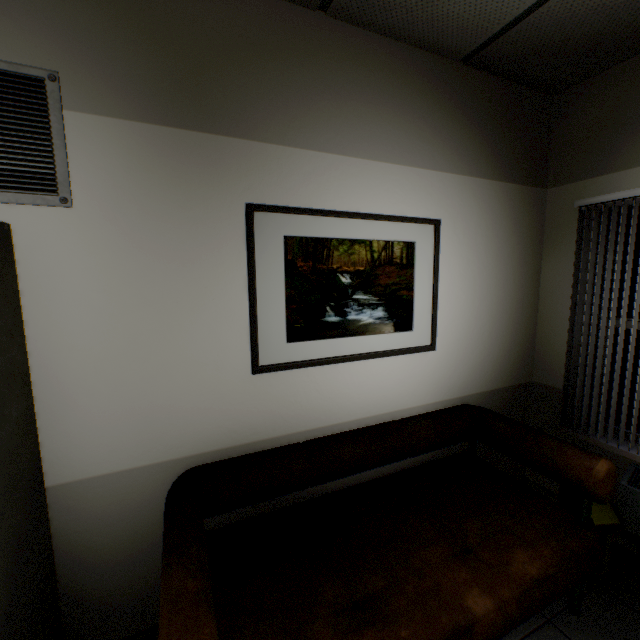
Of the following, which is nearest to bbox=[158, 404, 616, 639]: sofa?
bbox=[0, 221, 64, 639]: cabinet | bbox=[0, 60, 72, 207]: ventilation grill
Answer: bbox=[0, 221, 64, 639]: cabinet

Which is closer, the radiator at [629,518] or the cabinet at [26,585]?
the cabinet at [26,585]

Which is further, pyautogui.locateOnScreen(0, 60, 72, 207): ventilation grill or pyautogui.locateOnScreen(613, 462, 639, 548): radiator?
pyautogui.locateOnScreen(613, 462, 639, 548): radiator

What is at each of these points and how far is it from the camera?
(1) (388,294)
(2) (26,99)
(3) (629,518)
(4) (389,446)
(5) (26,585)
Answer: (1) picture, 2.1m
(2) ventilation grill, 1.2m
(3) radiator, 2.1m
(4) sofa, 2.0m
(5) cabinet, 1.1m

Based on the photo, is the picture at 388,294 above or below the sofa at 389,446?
above

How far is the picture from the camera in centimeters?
171cm

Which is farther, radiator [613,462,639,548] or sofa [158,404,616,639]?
radiator [613,462,639,548]

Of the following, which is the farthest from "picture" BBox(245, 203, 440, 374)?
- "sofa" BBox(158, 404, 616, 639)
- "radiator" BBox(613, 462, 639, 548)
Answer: "radiator" BBox(613, 462, 639, 548)
